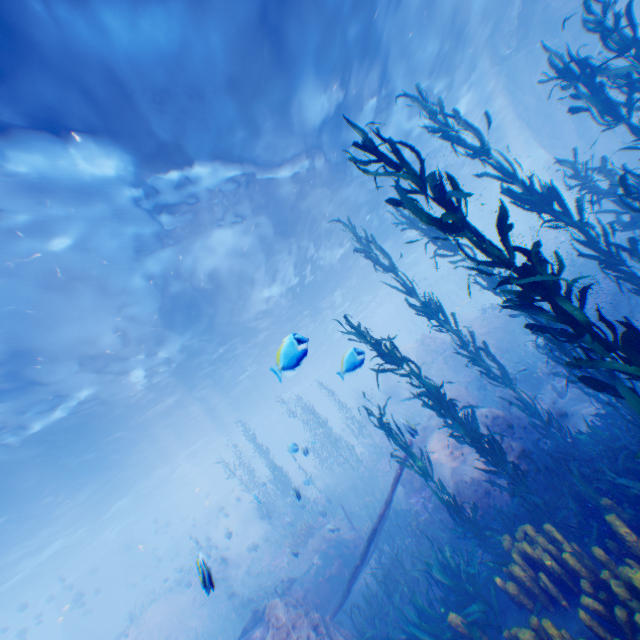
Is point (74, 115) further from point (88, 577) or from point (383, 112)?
point (88, 577)

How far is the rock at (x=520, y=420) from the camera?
8.7m

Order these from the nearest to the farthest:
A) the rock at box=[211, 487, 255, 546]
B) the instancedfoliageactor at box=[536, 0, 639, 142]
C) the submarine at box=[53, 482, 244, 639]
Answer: the instancedfoliageactor at box=[536, 0, 639, 142], the rock at box=[211, 487, 255, 546], the submarine at box=[53, 482, 244, 639]

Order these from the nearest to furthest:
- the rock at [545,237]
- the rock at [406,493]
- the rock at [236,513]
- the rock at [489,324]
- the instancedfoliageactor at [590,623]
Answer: the instancedfoliageactor at [590,623]
the rock at [406,493]
the rock at [489,324]
the rock at [236,513]
the rock at [545,237]

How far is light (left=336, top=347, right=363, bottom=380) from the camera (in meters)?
5.82

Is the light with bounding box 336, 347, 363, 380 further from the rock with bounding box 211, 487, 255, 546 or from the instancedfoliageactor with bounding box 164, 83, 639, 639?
the instancedfoliageactor with bounding box 164, 83, 639, 639
